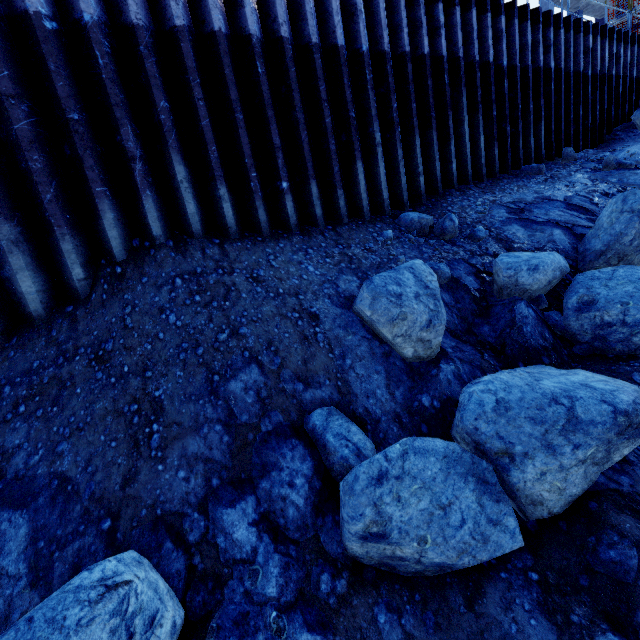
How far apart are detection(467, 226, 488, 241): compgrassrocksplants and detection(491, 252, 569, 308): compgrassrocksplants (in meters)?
0.93

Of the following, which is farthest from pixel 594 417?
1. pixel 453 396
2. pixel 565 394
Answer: pixel 453 396

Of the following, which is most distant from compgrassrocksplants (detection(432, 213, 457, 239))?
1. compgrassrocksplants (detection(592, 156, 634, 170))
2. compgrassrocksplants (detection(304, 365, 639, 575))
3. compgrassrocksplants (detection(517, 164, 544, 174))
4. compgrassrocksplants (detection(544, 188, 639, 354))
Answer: compgrassrocksplants (detection(592, 156, 634, 170))

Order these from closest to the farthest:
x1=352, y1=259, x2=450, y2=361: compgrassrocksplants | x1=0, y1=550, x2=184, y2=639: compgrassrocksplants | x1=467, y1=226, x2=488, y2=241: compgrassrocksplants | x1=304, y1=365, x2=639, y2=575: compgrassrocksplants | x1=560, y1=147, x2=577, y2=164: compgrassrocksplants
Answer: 1. x1=0, y1=550, x2=184, y2=639: compgrassrocksplants
2. x1=304, y1=365, x2=639, y2=575: compgrassrocksplants
3. x1=352, y1=259, x2=450, y2=361: compgrassrocksplants
4. x1=467, y1=226, x2=488, y2=241: compgrassrocksplants
5. x1=560, y1=147, x2=577, y2=164: compgrassrocksplants

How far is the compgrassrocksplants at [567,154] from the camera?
7.7 meters

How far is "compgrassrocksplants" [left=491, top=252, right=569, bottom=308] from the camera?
4.03m

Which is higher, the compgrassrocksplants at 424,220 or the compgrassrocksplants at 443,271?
the compgrassrocksplants at 424,220

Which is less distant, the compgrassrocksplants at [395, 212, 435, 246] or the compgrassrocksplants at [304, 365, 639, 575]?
the compgrassrocksplants at [304, 365, 639, 575]
